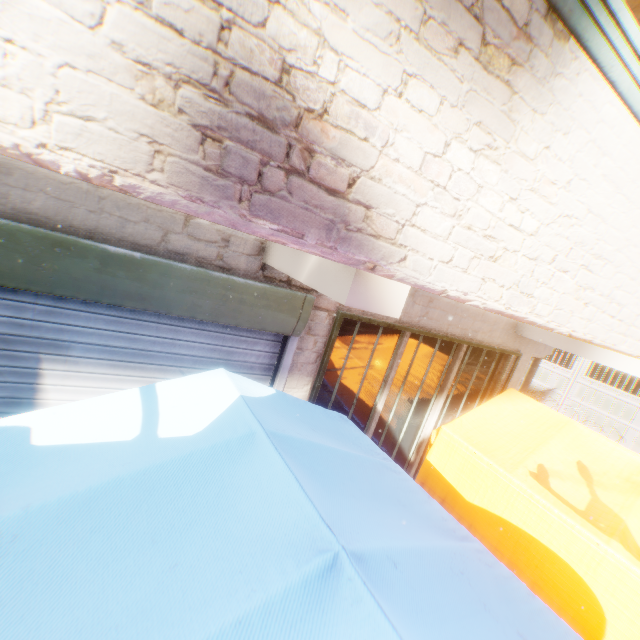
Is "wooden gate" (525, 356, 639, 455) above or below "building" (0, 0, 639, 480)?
below

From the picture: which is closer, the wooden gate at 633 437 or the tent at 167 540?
the tent at 167 540

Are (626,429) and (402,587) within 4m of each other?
no

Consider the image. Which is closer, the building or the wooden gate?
the building

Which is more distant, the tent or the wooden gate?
the wooden gate

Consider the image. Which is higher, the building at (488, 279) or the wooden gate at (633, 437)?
the building at (488, 279)
